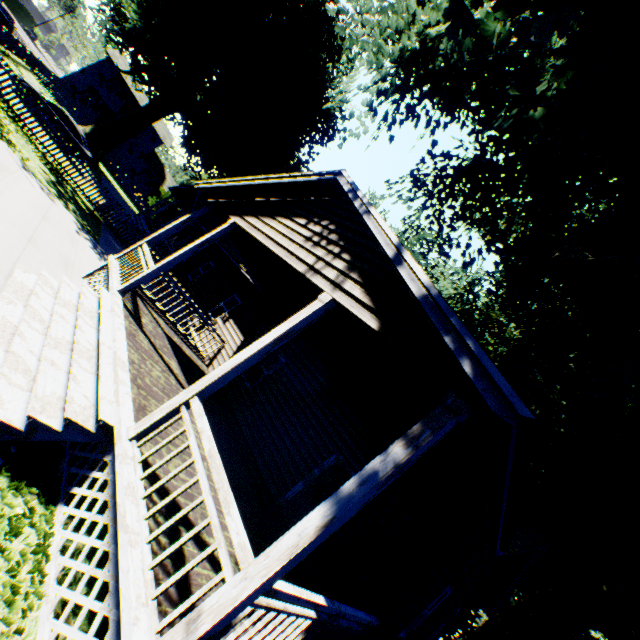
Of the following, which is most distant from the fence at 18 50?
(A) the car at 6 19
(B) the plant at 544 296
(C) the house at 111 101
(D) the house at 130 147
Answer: (D) the house at 130 147

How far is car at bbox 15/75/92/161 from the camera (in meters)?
18.34

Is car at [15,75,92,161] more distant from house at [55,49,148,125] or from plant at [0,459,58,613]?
house at [55,49,148,125]

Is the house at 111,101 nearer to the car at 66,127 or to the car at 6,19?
the car at 6,19

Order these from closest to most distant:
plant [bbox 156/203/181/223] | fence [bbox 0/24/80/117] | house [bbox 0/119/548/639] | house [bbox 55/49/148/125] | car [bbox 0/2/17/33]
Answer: house [bbox 0/119/548/639], fence [bbox 0/24/80/117], car [bbox 0/2/17/33], house [bbox 55/49/148/125], plant [bbox 156/203/181/223]

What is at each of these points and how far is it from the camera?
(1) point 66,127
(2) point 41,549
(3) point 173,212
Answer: (1) car, 19.5 meters
(2) plant, 3.4 meters
(3) plant, 42.7 meters

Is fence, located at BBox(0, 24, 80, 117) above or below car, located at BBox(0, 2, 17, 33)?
below

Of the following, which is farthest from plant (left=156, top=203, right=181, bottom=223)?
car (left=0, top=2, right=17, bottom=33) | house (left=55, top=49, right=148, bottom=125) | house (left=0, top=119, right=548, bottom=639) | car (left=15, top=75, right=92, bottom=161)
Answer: car (left=15, top=75, right=92, bottom=161)
